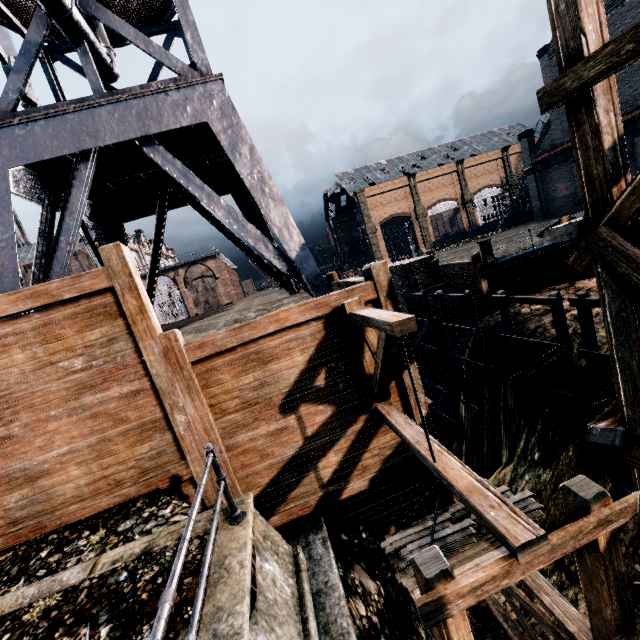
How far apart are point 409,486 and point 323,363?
3.9m

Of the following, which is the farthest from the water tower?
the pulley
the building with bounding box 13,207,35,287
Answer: the building with bounding box 13,207,35,287

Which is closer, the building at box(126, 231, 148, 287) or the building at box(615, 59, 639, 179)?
the building at box(615, 59, 639, 179)

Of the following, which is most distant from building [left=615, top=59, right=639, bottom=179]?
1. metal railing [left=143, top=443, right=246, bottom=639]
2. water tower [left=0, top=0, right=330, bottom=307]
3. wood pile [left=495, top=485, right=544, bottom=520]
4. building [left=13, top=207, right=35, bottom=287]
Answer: metal railing [left=143, top=443, right=246, bottom=639]

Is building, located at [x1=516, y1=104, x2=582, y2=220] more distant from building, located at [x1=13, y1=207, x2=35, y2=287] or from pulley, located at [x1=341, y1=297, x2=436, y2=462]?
pulley, located at [x1=341, y1=297, x2=436, y2=462]

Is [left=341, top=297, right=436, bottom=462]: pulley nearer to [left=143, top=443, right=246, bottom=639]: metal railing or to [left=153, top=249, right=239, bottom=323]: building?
[left=143, top=443, right=246, bottom=639]: metal railing

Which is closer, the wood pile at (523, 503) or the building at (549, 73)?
the wood pile at (523, 503)

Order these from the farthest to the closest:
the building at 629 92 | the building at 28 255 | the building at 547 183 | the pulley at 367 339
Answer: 1. the building at 28 255
2. the building at 547 183
3. the building at 629 92
4. the pulley at 367 339
